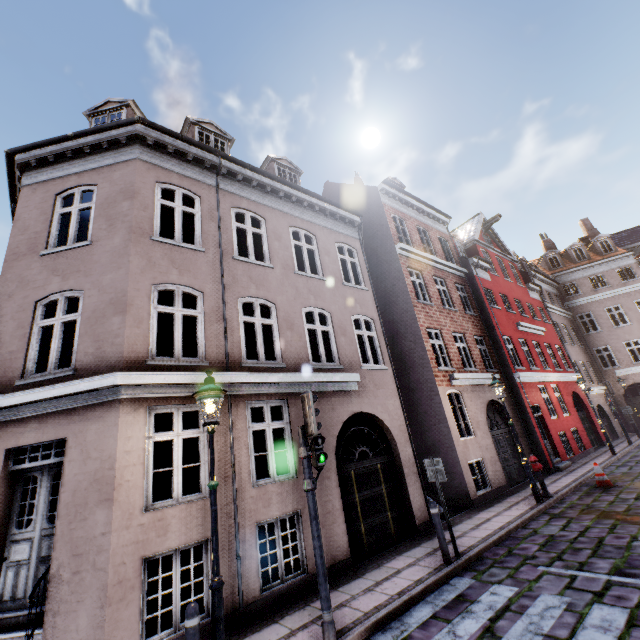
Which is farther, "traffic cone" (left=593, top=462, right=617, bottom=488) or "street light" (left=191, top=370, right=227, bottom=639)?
"traffic cone" (left=593, top=462, right=617, bottom=488)

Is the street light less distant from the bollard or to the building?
the bollard

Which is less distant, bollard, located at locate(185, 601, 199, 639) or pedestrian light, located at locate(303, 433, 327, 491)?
bollard, located at locate(185, 601, 199, 639)

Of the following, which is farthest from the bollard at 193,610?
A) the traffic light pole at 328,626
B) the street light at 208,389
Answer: the traffic light pole at 328,626

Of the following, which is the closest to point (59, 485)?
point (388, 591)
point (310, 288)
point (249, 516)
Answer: point (249, 516)

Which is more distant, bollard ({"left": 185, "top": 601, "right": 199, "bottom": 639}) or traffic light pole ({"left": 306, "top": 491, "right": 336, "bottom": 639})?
traffic light pole ({"left": 306, "top": 491, "right": 336, "bottom": 639})

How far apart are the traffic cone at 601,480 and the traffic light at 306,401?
11.1m

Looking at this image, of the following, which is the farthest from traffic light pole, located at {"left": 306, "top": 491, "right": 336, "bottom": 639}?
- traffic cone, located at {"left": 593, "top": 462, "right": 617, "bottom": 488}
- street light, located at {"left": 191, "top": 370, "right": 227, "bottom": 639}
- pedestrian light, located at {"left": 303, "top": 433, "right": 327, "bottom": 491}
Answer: traffic cone, located at {"left": 593, "top": 462, "right": 617, "bottom": 488}
